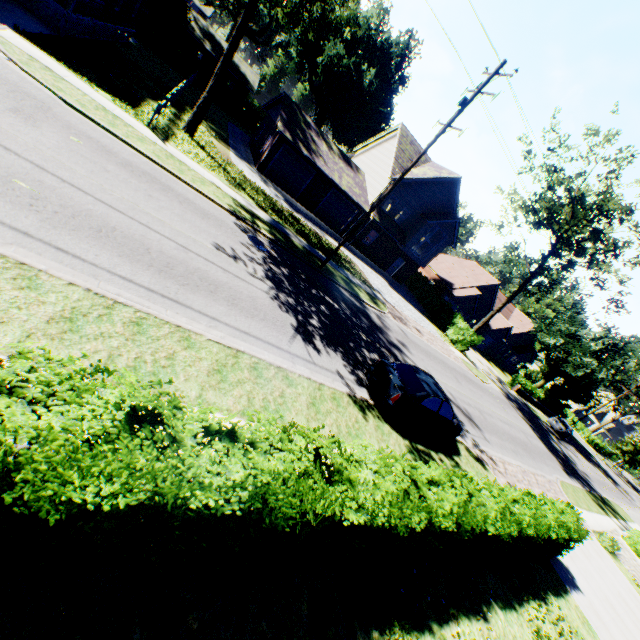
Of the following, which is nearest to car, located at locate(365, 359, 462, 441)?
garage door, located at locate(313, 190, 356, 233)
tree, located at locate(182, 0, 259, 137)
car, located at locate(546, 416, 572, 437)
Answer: tree, located at locate(182, 0, 259, 137)

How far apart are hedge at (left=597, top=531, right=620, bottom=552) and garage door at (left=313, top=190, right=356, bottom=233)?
28.0m

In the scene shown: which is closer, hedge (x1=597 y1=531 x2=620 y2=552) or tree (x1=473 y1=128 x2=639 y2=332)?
hedge (x1=597 y1=531 x2=620 y2=552)

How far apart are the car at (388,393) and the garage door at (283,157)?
20.90m

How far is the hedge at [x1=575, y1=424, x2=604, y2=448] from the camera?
57.94m

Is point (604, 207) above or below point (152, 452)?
above

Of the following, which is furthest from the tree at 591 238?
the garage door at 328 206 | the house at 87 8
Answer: the house at 87 8

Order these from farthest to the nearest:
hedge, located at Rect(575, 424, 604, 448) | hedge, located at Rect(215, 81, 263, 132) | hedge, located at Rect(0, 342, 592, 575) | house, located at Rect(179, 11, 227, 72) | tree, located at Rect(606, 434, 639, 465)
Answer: hedge, located at Rect(575, 424, 604, 448), tree, located at Rect(606, 434, 639, 465), house, located at Rect(179, 11, 227, 72), hedge, located at Rect(215, 81, 263, 132), hedge, located at Rect(0, 342, 592, 575)
